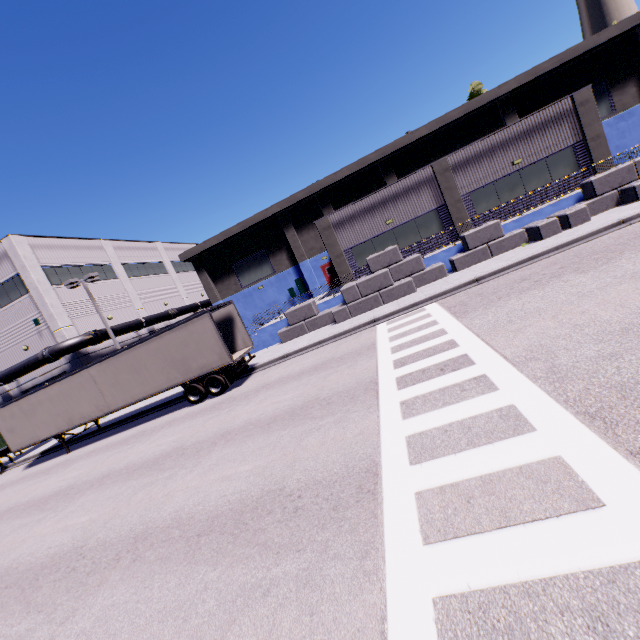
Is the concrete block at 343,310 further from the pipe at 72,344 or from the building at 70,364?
the pipe at 72,344

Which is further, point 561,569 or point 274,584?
point 274,584

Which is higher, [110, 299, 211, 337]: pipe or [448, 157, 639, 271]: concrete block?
[110, 299, 211, 337]: pipe

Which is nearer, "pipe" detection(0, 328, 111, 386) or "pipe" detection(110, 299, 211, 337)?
"pipe" detection(0, 328, 111, 386)

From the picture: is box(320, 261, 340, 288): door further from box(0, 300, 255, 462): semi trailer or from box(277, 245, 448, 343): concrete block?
box(0, 300, 255, 462): semi trailer

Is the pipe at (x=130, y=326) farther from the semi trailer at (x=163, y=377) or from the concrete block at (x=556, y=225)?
the concrete block at (x=556, y=225)

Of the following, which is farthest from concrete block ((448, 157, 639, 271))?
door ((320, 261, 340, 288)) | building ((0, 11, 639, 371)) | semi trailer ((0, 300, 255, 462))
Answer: door ((320, 261, 340, 288))
